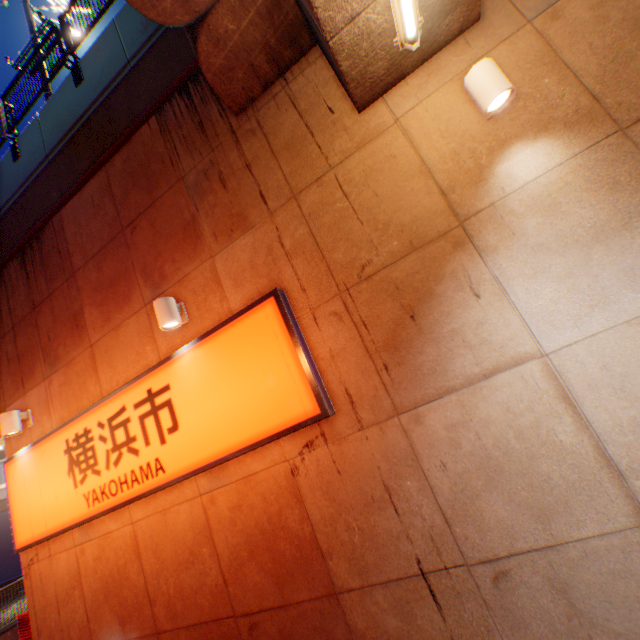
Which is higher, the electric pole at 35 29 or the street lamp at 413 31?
the electric pole at 35 29

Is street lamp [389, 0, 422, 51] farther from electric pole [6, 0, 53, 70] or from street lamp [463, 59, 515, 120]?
electric pole [6, 0, 53, 70]

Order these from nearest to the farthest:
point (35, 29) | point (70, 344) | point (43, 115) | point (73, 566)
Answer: point (73, 566) < point (70, 344) < point (43, 115) < point (35, 29)

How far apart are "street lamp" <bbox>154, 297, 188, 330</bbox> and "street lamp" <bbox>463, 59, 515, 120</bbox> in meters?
4.3 m

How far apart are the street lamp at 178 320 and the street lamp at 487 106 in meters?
4.3

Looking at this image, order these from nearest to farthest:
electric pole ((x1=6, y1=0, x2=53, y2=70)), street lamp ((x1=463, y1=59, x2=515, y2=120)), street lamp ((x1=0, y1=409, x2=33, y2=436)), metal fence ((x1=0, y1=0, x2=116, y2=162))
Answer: street lamp ((x1=463, y1=59, x2=515, y2=120)) < street lamp ((x1=0, y1=409, x2=33, y2=436)) < metal fence ((x1=0, y1=0, x2=116, y2=162)) < electric pole ((x1=6, y1=0, x2=53, y2=70))

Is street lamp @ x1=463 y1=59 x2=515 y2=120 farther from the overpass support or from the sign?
the sign

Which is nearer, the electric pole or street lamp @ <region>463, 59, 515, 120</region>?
street lamp @ <region>463, 59, 515, 120</region>
